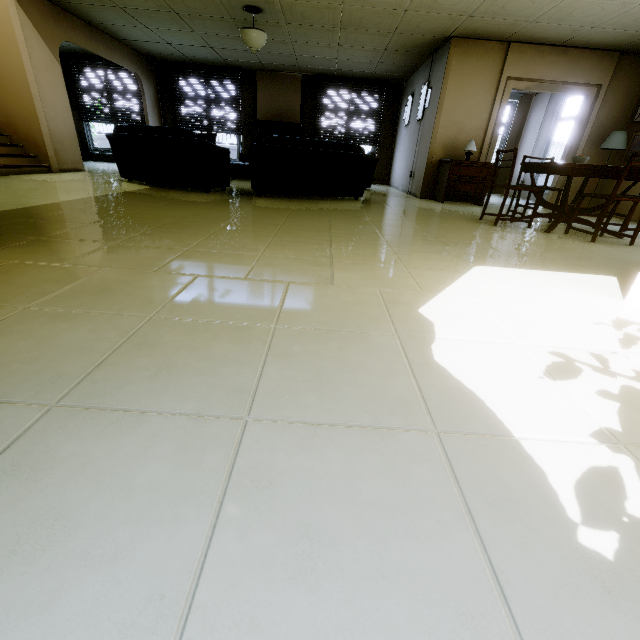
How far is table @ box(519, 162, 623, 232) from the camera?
3.6 meters

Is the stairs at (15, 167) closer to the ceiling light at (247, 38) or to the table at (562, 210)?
the ceiling light at (247, 38)

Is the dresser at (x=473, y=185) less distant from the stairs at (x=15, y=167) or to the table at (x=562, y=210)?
the table at (x=562, y=210)

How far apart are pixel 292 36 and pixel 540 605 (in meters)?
8.71

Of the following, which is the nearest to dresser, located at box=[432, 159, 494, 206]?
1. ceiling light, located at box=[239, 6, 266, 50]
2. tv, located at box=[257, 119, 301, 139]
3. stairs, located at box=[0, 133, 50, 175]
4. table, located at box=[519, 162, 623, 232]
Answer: table, located at box=[519, 162, 623, 232]

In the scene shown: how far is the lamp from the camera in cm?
601

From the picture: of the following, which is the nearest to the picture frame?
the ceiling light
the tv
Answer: the ceiling light

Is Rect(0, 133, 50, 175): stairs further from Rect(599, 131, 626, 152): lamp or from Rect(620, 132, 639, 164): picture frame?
Rect(620, 132, 639, 164): picture frame
